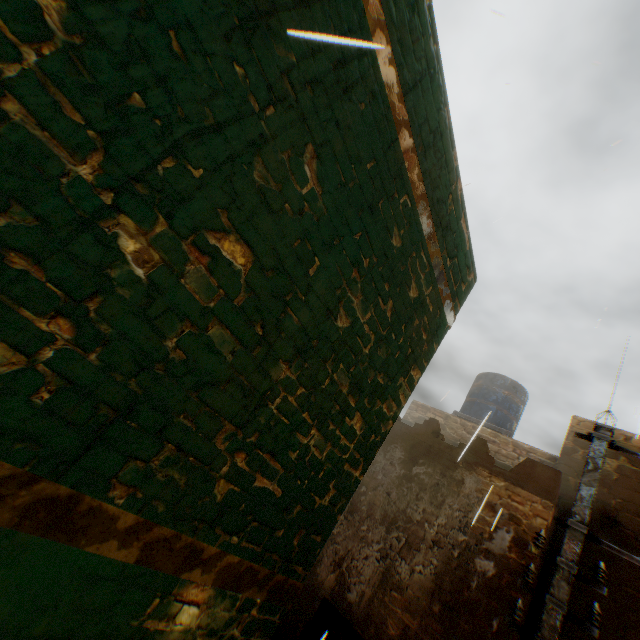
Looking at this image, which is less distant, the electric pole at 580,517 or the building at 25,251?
the building at 25,251

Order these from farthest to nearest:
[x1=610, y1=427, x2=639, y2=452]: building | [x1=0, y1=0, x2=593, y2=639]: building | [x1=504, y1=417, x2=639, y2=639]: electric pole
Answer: [x1=610, y1=427, x2=639, y2=452]: building → [x1=504, y1=417, x2=639, y2=639]: electric pole → [x1=0, y1=0, x2=593, y2=639]: building

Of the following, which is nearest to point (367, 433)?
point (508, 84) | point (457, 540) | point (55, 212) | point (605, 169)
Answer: point (55, 212)

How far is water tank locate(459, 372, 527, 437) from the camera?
9.7 meters

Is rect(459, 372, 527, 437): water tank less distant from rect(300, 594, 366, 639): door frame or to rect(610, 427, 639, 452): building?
rect(610, 427, 639, 452): building

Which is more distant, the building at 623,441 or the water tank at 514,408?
the water tank at 514,408

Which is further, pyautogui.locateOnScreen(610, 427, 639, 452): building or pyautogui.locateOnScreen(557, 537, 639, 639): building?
pyautogui.locateOnScreen(610, 427, 639, 452): building

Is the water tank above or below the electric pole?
above
